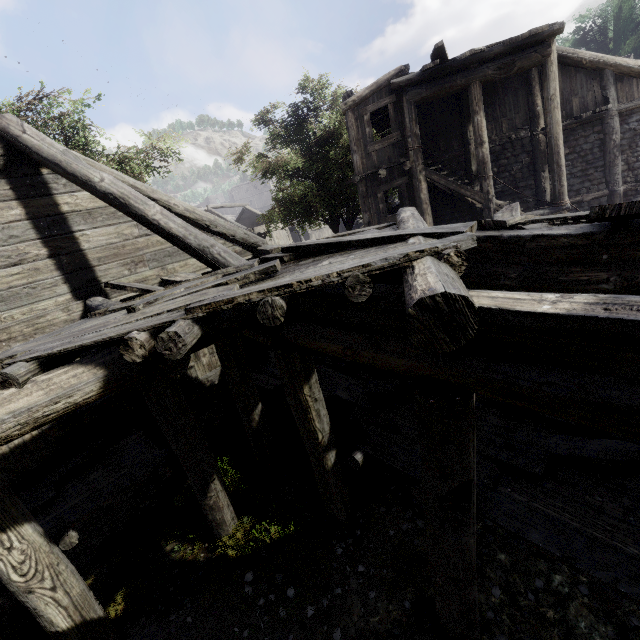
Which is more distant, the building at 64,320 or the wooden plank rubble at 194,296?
the building at 64,320

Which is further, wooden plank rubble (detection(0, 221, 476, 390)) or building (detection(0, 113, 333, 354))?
building (detection(0, 113, 333, 354))

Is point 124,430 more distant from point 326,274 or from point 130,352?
point 326,274

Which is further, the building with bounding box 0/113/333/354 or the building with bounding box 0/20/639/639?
the building with bounding box 0/113/333/354

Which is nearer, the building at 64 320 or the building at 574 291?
the building at 574 291
